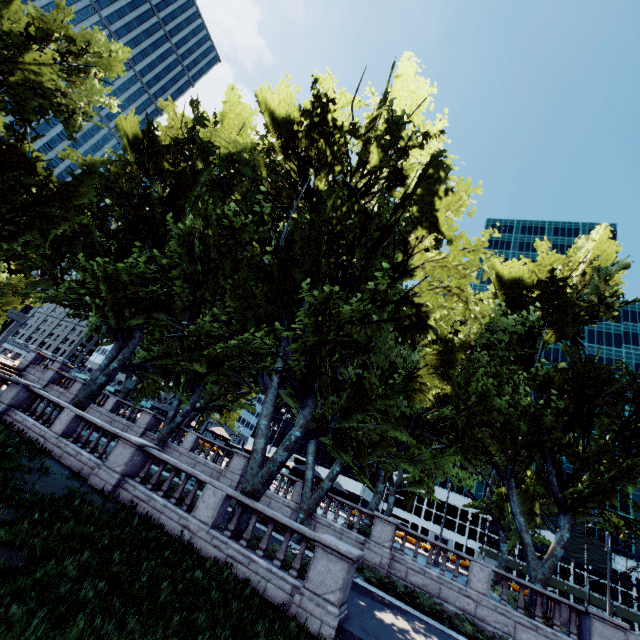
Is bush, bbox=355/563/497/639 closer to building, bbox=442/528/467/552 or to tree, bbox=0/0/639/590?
tree, bbox=0/0/639/590

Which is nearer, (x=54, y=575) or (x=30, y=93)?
(x=54, y=575)

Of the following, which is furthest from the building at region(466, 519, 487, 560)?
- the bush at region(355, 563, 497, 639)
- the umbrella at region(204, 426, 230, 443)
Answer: the bush at region(355, 563, 497, 639)

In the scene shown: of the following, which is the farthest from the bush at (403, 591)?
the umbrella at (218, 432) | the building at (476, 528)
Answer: the building at (476, 528)

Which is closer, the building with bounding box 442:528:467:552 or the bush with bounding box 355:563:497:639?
the bush with bounding box 355:563:497:639

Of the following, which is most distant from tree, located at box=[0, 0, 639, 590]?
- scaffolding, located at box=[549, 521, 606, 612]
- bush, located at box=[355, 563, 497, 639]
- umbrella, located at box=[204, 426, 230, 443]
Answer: scaffolding, located at box=[549, 521, 606, 612]

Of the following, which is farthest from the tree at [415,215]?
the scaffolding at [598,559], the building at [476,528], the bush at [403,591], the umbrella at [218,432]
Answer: Answer: the building at [476,528]

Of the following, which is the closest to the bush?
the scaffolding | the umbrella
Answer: the umbrella
